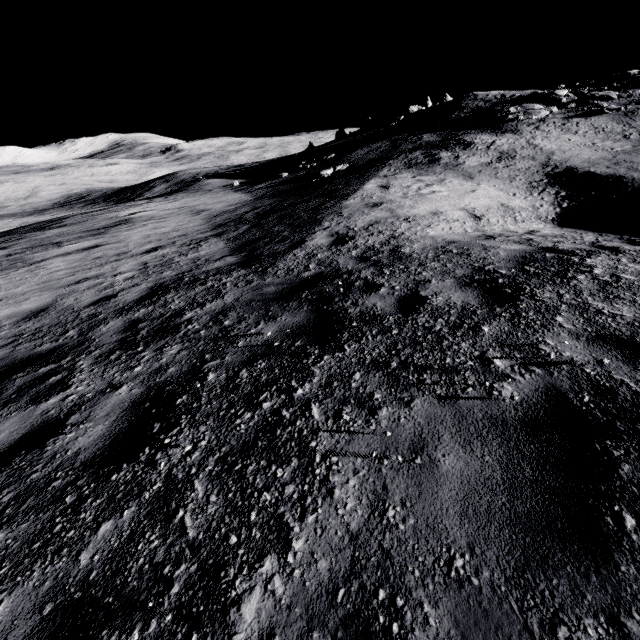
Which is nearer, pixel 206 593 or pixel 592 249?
pixel 206 593
